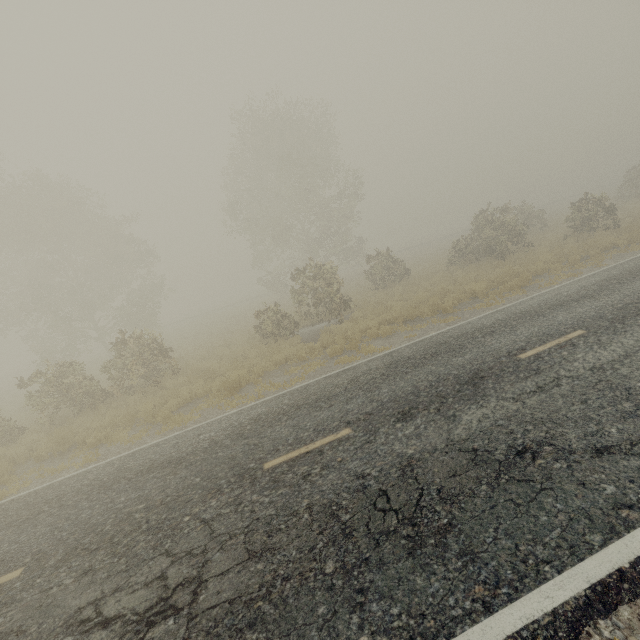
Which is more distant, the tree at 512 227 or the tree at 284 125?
the tree at 512 227

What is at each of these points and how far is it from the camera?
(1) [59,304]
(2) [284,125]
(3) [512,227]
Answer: (1) tree, 26.53m
(2) tree, 28.91m
(3) tree, 19.84m

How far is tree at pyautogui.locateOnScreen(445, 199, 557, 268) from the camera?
19.6 meters

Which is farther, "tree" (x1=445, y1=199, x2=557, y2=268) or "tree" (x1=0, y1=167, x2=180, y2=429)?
"tree" (x1=445, y1=199, x2=557, y2=268)

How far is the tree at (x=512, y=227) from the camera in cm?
1958

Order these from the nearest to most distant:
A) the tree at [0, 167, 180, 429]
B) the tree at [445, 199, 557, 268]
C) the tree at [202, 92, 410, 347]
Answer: the tree at [0, 167, 180, 429] → the tree at [202, 92, 410, 347] → the tree at [445, 199, 557, 268]

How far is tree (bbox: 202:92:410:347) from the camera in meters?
17.9 m
